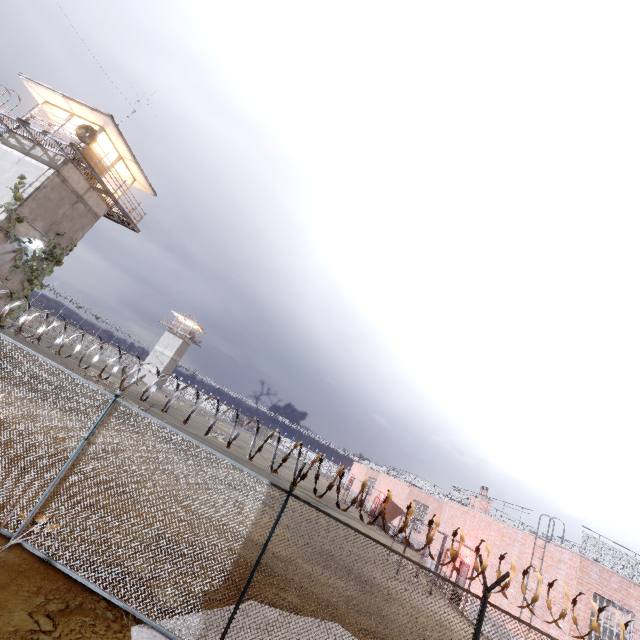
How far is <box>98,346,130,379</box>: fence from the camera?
6.41m

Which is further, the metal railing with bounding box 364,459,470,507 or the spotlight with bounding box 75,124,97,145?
the metal railing with bounding box 364,459,470,507

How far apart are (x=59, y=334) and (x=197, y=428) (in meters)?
32.30

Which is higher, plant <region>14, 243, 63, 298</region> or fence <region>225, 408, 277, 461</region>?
plant <region>14, 243, 63, 298</region>

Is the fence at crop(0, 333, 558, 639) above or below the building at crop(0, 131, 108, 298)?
below

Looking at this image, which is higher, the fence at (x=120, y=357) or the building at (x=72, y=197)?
the building at (x=72, y=197)

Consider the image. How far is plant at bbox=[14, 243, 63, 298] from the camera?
17.67m

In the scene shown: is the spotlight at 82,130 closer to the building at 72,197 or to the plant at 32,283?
the building at 72,197
